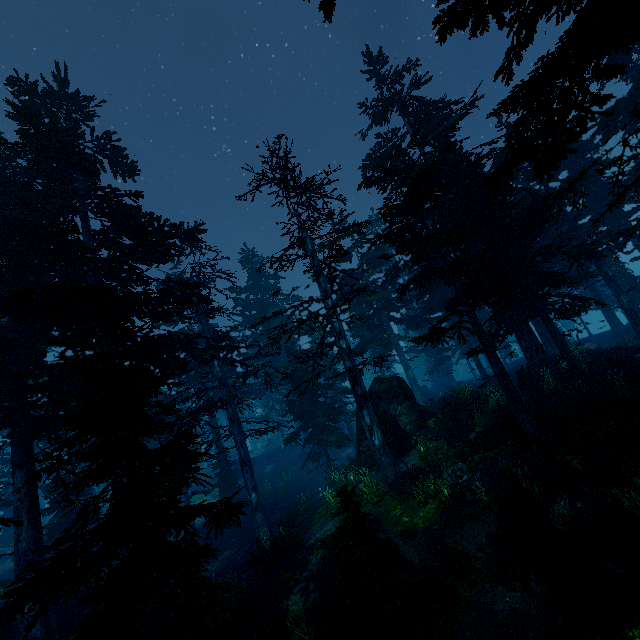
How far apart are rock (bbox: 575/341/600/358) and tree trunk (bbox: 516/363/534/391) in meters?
1.6 m

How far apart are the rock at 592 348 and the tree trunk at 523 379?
1.6m

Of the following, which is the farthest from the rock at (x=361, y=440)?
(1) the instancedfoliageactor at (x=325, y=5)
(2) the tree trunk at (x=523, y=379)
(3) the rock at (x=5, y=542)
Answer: (3) the rock at (x=5, y=542)

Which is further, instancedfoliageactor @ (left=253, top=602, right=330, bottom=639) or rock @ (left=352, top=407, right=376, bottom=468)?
rock @ (left=352, top=407, right=376, bottom=468)

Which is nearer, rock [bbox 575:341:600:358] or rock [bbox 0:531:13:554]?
rock [bbox 575:341:600:358]

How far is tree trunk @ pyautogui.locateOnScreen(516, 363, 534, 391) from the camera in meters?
19.2

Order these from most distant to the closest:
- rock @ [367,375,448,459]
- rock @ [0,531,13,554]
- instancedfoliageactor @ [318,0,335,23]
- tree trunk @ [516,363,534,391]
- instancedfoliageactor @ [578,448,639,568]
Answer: rock @ [0,531,13,554] → tree trunk @ [516,363,534,391] → rock @ [367,375,448,459] → instancedfoliageactor @ [318,0,335,23] → instancedfoliageactor @ [578,448,639,568]

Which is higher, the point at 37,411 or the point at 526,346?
the point at 37,411
